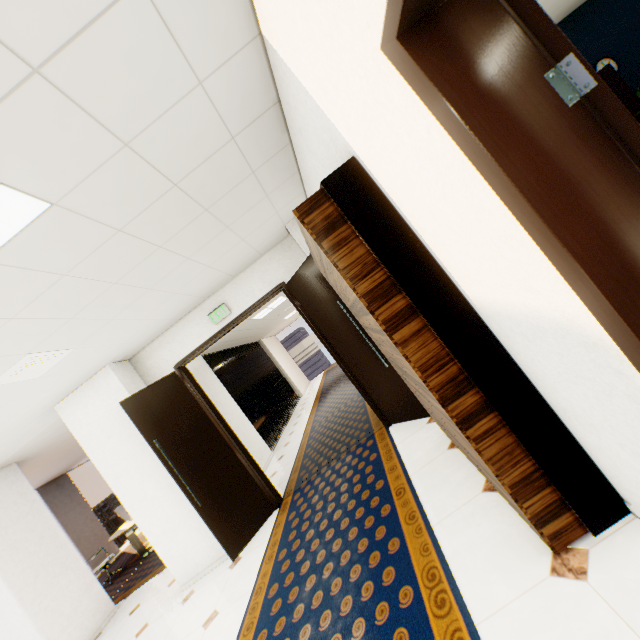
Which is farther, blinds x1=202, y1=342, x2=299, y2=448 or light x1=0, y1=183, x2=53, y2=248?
blinds x1=202, y1=342, x2=299, y2=448

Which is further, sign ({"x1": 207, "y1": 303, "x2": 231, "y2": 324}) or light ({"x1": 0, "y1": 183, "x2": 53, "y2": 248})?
sign ({"x1": 207, "y1": 303, "x2": 231, "y2": 324})

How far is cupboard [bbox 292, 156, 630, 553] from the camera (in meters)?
1.57

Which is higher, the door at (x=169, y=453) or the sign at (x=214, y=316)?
the sign at (x=214, y=316)

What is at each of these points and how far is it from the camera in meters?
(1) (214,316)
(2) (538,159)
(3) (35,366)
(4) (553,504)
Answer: (1) sign, 4.6 m
(2) door, 0.8 m
(3) ceiling vent, 3.1 m
(4) cupboard, 1.6 m

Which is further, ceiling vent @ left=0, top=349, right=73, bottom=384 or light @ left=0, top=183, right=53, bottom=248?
ceiling vent @ left=0, top=349, right=73, bottom=384

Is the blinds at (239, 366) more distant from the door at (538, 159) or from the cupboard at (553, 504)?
the door at (538, 159)

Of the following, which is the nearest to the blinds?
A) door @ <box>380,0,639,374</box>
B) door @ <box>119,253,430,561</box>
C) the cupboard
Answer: door @ <box>119,253,430,561</box>
